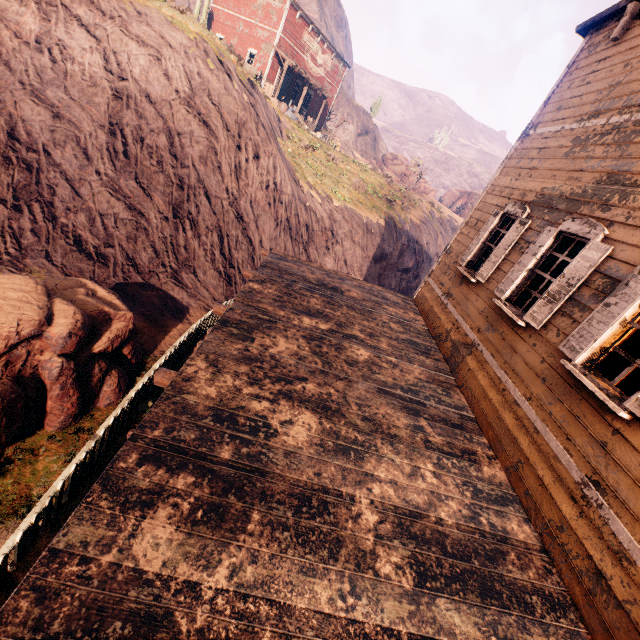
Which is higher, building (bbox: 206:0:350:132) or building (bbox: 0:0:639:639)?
building (bbox: 206:0:350:132)

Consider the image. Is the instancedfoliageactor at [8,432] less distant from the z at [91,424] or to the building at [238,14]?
the z at [91,424]

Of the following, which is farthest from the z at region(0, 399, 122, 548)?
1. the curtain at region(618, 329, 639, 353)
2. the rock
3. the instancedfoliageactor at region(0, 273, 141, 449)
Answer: the curtain at region(618, 329, 639, 353)

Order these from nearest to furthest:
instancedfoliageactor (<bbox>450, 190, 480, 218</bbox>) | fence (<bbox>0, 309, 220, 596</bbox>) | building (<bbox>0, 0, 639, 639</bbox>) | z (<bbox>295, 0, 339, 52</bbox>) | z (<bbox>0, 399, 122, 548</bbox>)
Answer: building (<bbox>0, 0, 639, 639</bbox>)
fence (<bbox>0, 309, 220, 596</bbox>)
z (<bbox>0, 399, 122, 548</bbox>)
z (<bbox>295, 0, 339, 52</bbox>)
instancedfoliageactor (<bbox>450, 190, 480, 218</bbox>)

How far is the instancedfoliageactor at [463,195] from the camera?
57.2m

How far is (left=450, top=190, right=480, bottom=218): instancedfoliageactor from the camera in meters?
57.2

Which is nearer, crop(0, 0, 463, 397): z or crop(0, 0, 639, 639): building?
crop(0, 0, 639, 639): building

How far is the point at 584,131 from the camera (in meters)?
5.65
